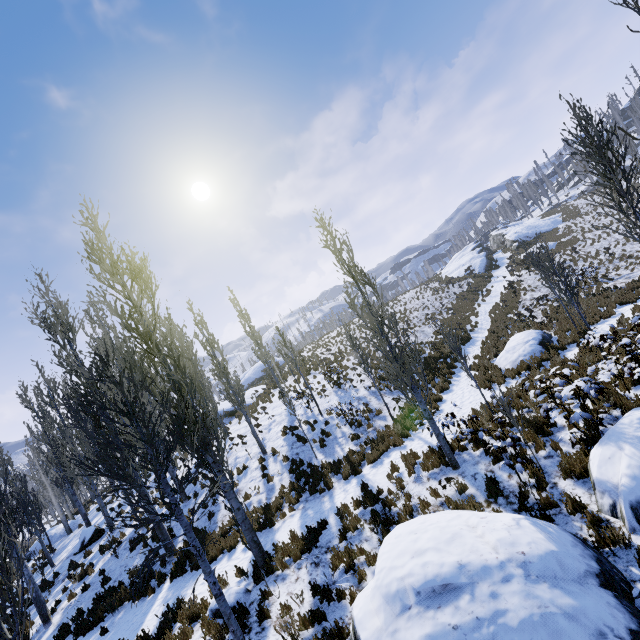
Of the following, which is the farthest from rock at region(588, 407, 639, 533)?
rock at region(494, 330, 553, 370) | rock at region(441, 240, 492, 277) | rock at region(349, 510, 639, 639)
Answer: rock at region(441, 240, 492, 277)

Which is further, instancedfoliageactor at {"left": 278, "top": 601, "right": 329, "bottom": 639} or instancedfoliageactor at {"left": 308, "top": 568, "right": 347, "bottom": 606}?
instancedfoliageactor at {"left": 308, "top": 568, "right": 347, "bottom": 606}

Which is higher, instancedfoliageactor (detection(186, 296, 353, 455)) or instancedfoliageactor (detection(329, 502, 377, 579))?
instancedfoliageactor (detection(186, 296, 353, 455))

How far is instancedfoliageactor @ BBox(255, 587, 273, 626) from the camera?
6.6 meters

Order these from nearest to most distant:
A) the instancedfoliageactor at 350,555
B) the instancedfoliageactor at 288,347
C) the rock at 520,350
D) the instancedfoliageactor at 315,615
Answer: the instancedfoliageactor at 315,615 < the instancedfoliageactor at 350,555 < the rock at 520,350 < the instancedfoliageactor at 288,347

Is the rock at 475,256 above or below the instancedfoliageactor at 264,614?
above

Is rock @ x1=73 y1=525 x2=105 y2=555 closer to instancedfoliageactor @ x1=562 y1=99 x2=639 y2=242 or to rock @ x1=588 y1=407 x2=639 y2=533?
instancedfoliageactor @ x1=562 y1=99 x2=639 y2=242

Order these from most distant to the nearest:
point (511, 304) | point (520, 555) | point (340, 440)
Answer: point (511, 304), point (340, 440), point (520, 555)
